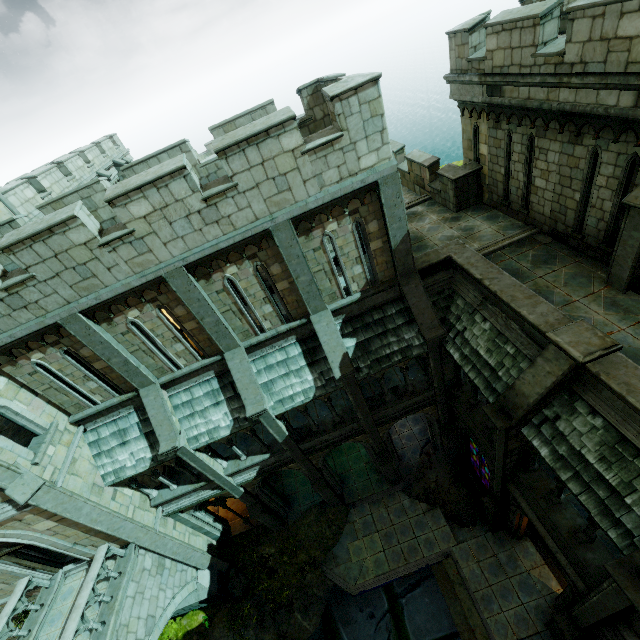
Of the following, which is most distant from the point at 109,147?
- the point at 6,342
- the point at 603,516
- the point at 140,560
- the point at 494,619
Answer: the point at 494,619

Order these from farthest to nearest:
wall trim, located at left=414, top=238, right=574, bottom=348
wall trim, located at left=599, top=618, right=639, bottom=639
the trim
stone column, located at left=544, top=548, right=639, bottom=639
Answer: the trim, wall trim, located at left=414, top=238, right=574, bottom=348, wall trim, located at left=599, top=618, right=639, bottom=639, stone column, located at left=544, top=548, right=639, bottom=639

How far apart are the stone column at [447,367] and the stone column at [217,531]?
12.3m

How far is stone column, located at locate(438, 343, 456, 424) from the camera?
11.33m

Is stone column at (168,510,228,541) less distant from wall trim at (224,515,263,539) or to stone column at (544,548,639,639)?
wall trim at (224,515,263,539)

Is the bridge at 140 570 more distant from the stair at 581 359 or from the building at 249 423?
the stair at 581 359

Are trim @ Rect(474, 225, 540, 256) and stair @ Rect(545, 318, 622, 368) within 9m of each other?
yes

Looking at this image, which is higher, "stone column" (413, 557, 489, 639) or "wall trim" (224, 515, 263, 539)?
"wall trim" (224, 515, 263, 539)
